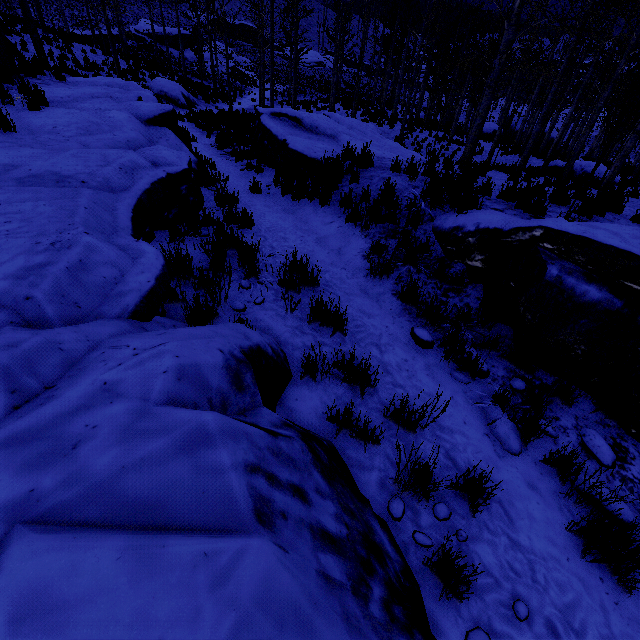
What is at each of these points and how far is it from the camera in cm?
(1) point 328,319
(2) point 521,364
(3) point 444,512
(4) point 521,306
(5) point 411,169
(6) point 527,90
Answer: (1) instancedfoliageactor, 404
(2) instancedfoliageactor, 408
(3) instancedfoliageactor, 268
(4) rock, 425
(5) instancedfoliageactor, 684
(6) instancedfoliageactor, 3344

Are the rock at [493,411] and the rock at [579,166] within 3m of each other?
no

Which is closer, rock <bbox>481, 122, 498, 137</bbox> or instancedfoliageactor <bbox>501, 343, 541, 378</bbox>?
instancedfoliageactor <bbox>501, 343, 541, 378</bbox>

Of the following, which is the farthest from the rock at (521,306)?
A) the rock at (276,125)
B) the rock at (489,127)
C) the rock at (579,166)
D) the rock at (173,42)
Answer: the rock at (173,42)

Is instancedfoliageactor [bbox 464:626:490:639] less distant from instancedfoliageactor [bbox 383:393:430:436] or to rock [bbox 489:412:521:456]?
rock [bbox 489:412:521:456]

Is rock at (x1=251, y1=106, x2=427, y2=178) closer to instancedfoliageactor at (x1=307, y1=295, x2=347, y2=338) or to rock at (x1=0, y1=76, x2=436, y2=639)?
instancedfoliageactor at (x1=307, y1=295, x2=347, y2=338)

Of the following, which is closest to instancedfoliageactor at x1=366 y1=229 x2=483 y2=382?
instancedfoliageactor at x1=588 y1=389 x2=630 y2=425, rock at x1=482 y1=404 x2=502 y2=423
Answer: rock at x1=482 y1=404 x2=502 y2=423

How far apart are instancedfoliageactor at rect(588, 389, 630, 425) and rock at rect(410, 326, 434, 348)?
2.0m
